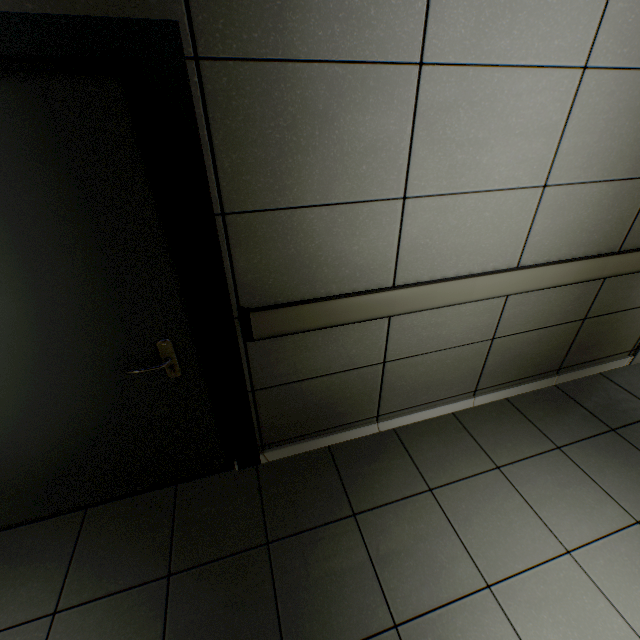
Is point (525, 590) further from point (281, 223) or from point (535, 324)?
point (281, 223)
